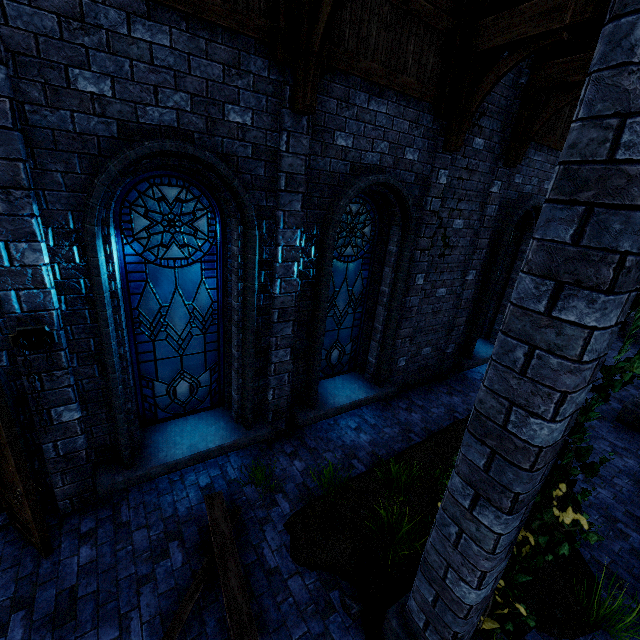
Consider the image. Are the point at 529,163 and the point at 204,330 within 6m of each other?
no

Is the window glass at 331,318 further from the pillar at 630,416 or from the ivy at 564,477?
the pillar at 630,416

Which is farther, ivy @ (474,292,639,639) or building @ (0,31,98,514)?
building @ (0,31,98,514)

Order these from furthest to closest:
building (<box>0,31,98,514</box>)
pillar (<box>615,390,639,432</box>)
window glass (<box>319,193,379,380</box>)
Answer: pillar (<box>615,390,639,432</box>), window glass (<box>319,193,379,380</box>), building (<box>0,31,98,514</box>)

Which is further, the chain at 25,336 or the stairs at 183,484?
the stairs at 183,484

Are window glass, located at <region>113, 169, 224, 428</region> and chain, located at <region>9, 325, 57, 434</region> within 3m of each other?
yes

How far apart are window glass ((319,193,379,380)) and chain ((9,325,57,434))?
3.7m

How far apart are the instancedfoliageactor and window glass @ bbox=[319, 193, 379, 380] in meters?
3.4 m
